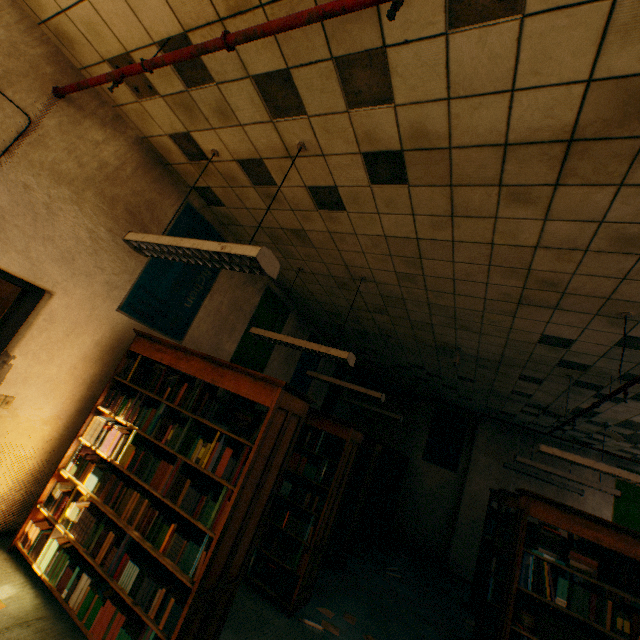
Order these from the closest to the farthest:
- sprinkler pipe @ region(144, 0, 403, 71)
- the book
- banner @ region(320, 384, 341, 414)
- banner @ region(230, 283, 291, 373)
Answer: sprinkler pipe @ region(144, 0, 403, 71), the book, banner @ region(230, 283, 291, 373), banner @ region(320, 384, 341, 414)

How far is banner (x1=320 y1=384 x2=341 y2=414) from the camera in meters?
8.7 m

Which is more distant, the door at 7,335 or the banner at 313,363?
the banner at 313,363

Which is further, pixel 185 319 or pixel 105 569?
pixel 185 319

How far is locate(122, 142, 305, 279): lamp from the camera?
2.2m

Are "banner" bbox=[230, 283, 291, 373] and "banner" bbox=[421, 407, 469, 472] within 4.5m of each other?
no

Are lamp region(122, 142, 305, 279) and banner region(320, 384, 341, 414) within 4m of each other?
no

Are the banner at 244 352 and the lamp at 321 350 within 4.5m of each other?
yes
